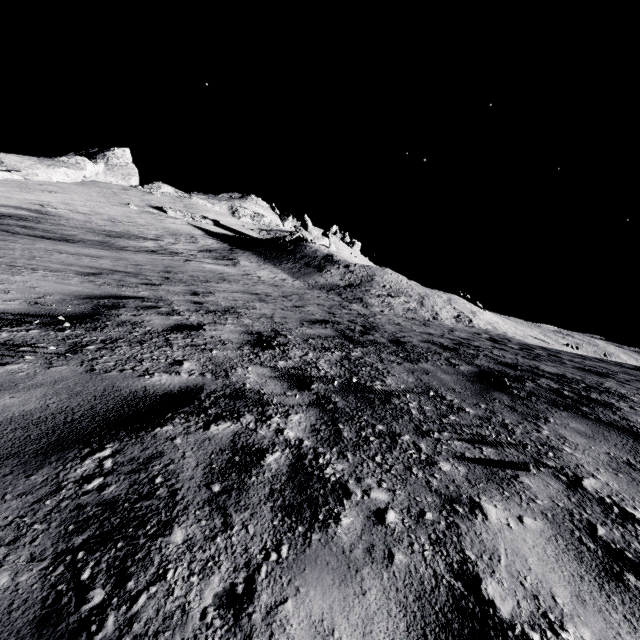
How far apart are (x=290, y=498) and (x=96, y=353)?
2.2 meters
